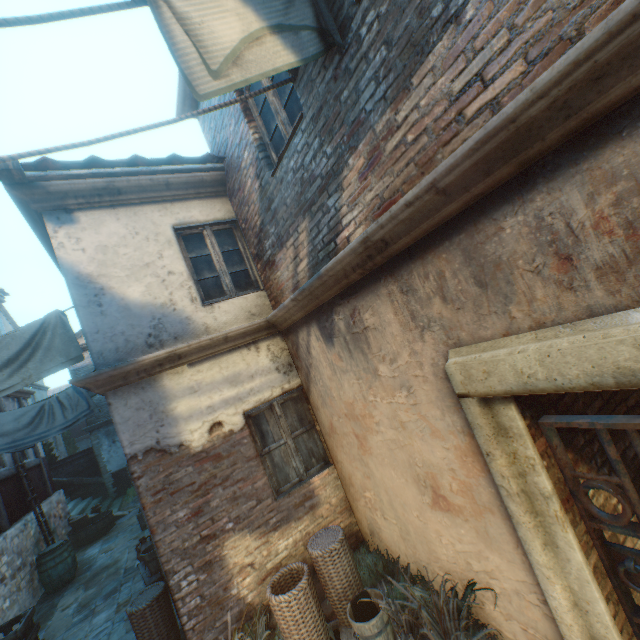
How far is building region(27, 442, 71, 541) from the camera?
10.6 meters

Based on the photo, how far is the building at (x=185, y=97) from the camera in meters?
3.7 m

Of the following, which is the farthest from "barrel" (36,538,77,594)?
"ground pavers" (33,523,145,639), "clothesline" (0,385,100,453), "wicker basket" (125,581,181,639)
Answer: "wicker basket" (125,581,181,639)

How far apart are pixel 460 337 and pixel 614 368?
0.93m

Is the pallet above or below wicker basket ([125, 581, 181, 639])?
below

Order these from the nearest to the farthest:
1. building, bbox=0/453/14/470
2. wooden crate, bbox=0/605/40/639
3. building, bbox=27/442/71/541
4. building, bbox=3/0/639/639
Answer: building, bbox=3/0/639/639 → wooden crate, bbox=0/605/40/639 → building, bbox=0/453/14/470 → building, bbox=27/442/71/541

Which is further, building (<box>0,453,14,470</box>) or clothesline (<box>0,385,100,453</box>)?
building (<box>0,453,14,470</box>)

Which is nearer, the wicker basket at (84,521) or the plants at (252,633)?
the plants at (252,633)
